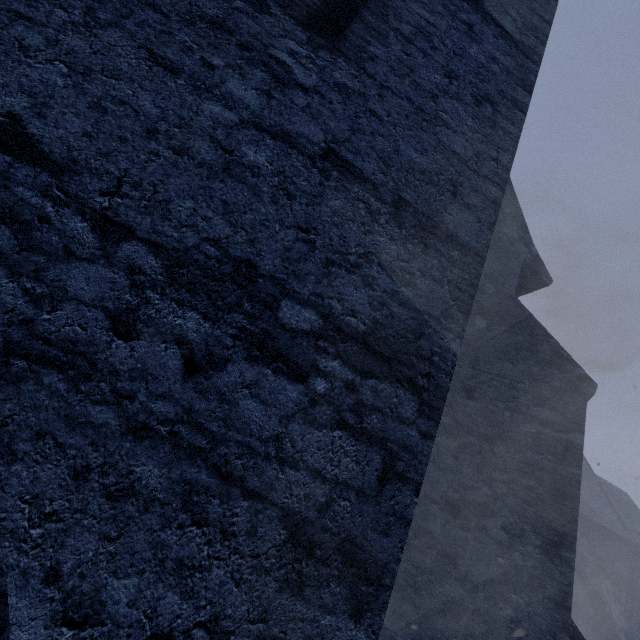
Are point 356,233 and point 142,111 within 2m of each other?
yes
